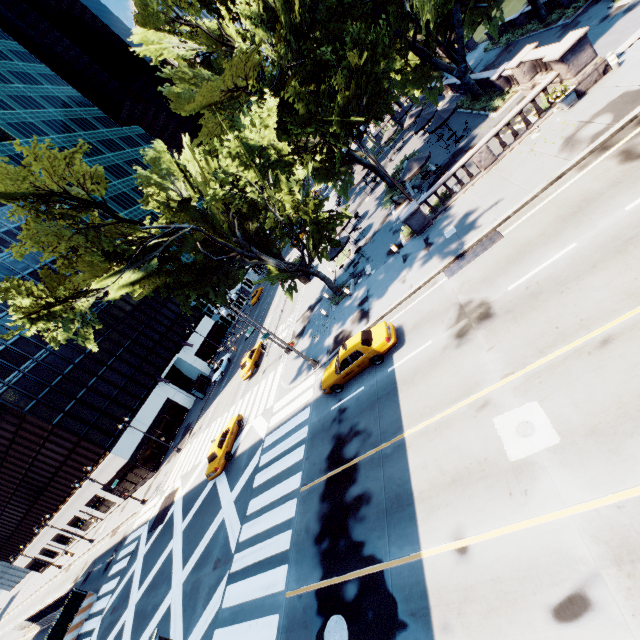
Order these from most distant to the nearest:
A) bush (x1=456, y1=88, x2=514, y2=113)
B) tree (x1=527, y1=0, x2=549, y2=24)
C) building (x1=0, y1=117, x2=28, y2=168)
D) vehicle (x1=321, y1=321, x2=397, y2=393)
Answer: building (x1=0, y1=117, x2=28, y2=168)
tree (x1=527, y1=0, x2=549, y2=24)
bush (x1=456, y1=88, x2=514, y2=113)
vehicle (x1=321, y1=321, x2=397, y2=393)

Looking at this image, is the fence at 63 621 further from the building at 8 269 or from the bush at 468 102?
the bush at 468 102

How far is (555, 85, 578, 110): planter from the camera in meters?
15.9

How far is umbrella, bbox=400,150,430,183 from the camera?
23.1m

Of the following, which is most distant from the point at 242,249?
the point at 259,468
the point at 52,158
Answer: the point at 259,468

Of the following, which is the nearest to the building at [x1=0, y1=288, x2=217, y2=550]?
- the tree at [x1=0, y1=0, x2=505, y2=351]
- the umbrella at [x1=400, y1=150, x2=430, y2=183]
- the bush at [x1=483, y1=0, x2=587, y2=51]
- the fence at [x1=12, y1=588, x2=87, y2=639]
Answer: the fence at [x1=12, y1=588, x2=87, y2=639]

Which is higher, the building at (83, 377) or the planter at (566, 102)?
the building at (83, 377)

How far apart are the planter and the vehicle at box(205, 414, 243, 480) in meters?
28.6 m
